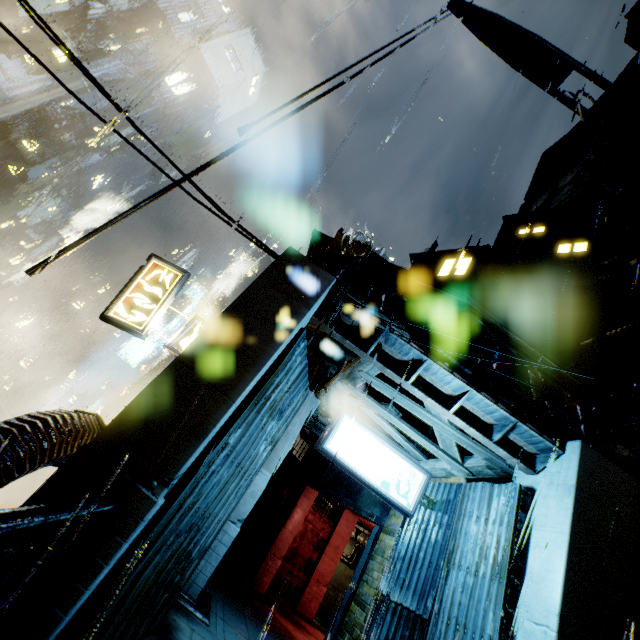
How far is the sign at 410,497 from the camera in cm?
730

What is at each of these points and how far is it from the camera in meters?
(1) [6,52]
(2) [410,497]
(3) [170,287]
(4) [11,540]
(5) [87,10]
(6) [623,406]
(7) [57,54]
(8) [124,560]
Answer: (1) building, 53.7
(2) sign, 7.4
(3) sign, 9.4
(4) building, 3.5
(5) building, 57.5
(6) building, 10.8
(7) building, 58.3
(8) building, 4.0

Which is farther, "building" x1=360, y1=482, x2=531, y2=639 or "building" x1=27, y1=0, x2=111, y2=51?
"building" x1=27, y1=0, x2=111, y2=51

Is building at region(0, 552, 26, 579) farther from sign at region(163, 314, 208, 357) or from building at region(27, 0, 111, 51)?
building at region(27, 0, 111, 51)

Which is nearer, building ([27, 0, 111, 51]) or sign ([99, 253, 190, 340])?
sign ([99, 253, 190, 340])

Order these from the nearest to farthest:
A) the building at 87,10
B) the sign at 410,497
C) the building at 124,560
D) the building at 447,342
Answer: the building at 124,560
the building at 447,342
the sign at 410,497
the building at 87,10

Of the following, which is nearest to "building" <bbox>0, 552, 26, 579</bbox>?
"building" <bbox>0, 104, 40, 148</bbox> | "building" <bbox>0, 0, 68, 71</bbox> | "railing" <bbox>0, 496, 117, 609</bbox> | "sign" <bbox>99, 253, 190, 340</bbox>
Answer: "railing" <bbox>0, 496, 117, 609</bbox>

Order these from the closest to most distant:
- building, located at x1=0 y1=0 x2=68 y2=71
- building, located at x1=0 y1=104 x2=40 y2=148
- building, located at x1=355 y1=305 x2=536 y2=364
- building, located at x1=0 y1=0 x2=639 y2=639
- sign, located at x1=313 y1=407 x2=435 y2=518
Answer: building, located at x1=0 y1=0 x2=639 y2=639 < building, located at x1=355 y1=305 x2=536 y2=364 < sign, located at x1=313 y1=407 x2=435 y2=518 < building, located at x1=0 y1=0 x2=68 y2=71 < building, located at x1=0 y1=104 x2=40 y2=148
